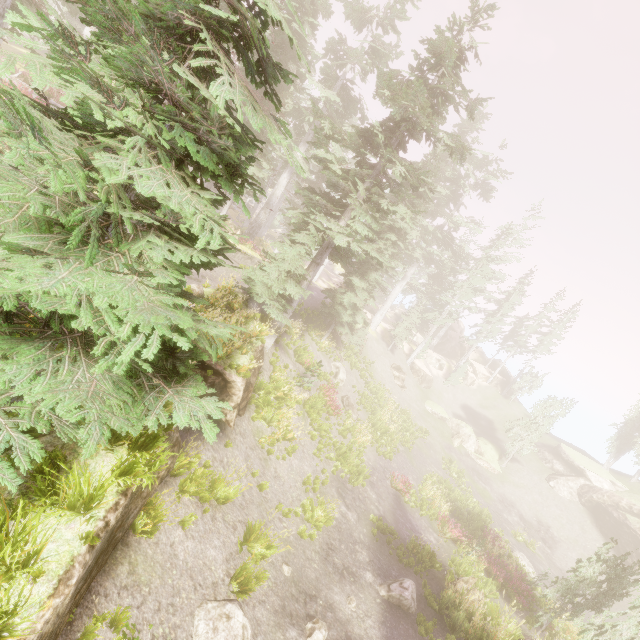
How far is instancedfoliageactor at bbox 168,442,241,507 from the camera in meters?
8.1 m

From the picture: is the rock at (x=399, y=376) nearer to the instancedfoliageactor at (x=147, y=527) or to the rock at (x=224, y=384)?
the instancedfoliageactor at (x=147, y=527)

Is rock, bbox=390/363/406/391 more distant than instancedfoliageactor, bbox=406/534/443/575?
Yes

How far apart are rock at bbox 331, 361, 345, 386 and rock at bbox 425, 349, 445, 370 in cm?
2431

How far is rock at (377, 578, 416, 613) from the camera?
11.6 meters

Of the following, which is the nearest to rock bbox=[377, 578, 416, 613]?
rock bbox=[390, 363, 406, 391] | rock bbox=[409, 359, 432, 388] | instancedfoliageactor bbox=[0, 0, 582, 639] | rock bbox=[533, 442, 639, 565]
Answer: instancedfoliageactor bbox=[0, 0, 582, 639]

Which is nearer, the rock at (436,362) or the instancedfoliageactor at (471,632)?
the instancedfoliageactor at (471,632)

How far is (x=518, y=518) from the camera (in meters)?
28.89
